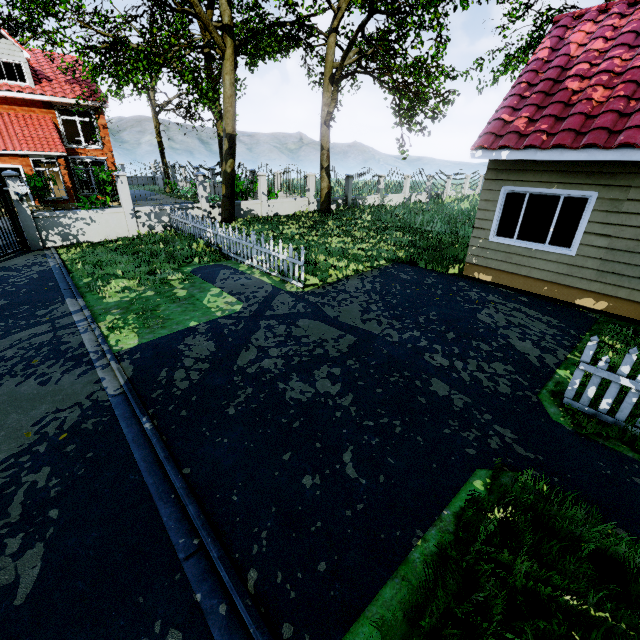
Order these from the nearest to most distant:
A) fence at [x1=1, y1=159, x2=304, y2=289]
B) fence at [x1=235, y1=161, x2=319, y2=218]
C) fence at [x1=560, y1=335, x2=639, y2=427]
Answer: fence at [x1=560, y1=335, x2=639, y2=427]
fence at [x1=1, y1=159, x2=304, y2=289]
fence at [x1=235, y1=161, x2=319, y2=218]

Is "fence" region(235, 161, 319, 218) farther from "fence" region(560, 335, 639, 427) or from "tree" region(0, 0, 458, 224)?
"fence" region(560, 335, 639, 427)

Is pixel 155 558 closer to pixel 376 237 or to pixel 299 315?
pixel 299 315

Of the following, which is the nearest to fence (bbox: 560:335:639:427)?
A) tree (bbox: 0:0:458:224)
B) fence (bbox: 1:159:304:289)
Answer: tree (bbox: 0:0:458:224)

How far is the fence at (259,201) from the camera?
16.75m

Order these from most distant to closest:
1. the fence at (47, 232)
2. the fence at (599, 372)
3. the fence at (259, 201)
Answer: the fence at (259, 201), the fence at (47, 232), the fence at (599, 372)

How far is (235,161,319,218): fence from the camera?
16.8m
